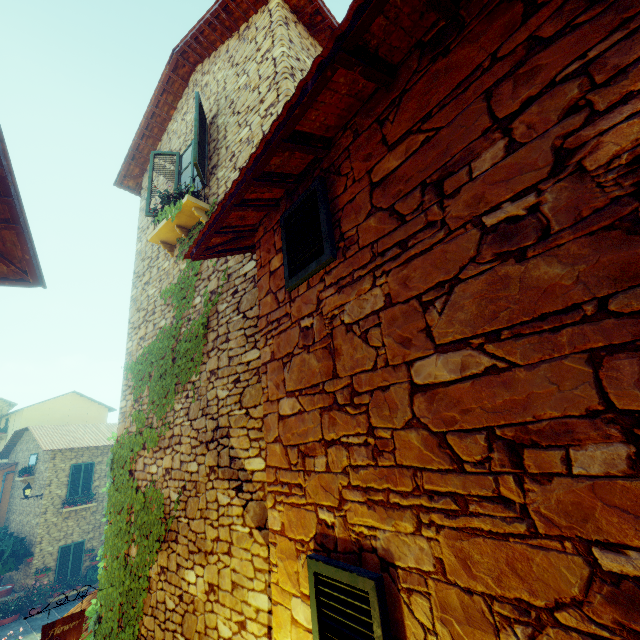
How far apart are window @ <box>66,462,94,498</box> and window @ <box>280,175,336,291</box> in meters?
21.1

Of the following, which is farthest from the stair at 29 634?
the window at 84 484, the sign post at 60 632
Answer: the window at 84 484

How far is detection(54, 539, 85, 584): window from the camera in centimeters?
1566cm

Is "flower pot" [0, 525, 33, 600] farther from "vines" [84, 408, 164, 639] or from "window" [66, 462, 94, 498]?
"vines" [84, 408, 164, 639]

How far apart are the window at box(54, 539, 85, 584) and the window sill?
18.7m

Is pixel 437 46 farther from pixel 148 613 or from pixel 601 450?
pixel 148 613

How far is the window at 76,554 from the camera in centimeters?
1566cm

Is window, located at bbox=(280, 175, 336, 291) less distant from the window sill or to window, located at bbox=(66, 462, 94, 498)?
the window sill
